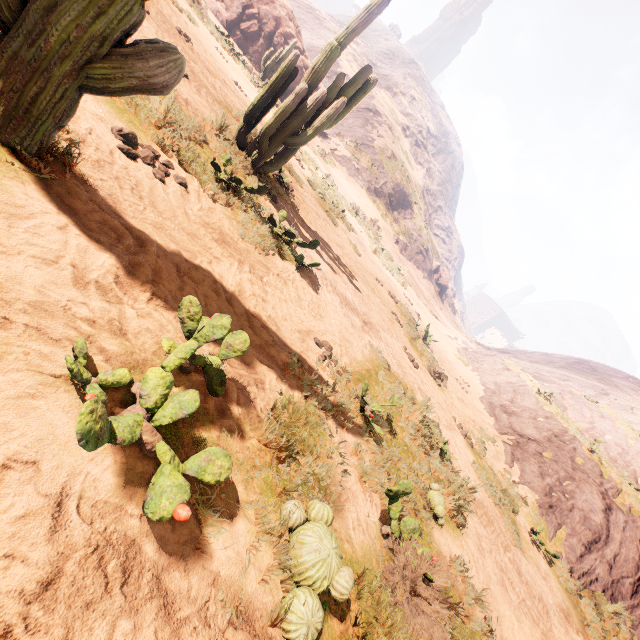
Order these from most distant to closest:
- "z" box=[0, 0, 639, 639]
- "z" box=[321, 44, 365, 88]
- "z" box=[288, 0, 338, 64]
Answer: "z" box=[288, 0, 338, 64] < "z" box=[321, 44, 365, 88] < "z" box=[0, 0, 639, 639]

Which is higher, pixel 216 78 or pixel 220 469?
pixel 220 469

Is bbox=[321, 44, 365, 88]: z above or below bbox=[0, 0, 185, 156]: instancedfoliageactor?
above

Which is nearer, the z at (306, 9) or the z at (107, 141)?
the z at (107, 141)

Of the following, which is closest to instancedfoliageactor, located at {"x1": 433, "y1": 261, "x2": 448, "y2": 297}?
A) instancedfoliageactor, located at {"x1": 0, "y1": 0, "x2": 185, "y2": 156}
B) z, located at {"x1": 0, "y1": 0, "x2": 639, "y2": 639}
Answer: z, located at {"x1": 0, "y1": 0, "x2": 639, "y2": 639}

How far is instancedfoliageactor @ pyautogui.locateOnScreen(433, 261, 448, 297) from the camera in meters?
45.7 m

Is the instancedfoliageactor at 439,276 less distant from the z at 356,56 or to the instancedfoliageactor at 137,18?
the z at 356,56
